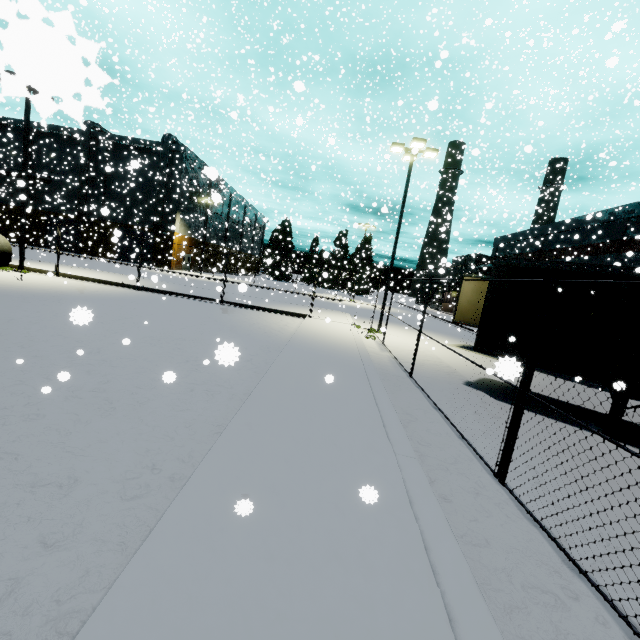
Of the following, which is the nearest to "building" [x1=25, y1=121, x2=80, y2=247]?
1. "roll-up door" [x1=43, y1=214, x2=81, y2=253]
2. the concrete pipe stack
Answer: "roll-up door" [x1=43, y1=214, x2=81, y2=253]

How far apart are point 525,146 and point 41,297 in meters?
15.9 m

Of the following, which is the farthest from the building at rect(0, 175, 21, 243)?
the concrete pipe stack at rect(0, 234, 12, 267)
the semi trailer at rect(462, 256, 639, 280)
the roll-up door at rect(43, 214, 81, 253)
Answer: the concrete pipe stack at rect(0, 234, 12, 267)

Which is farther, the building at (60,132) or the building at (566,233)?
the building at (60,132)

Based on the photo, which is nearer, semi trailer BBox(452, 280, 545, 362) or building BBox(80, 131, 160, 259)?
semi trailer BBox(452, 280, 545, 362)

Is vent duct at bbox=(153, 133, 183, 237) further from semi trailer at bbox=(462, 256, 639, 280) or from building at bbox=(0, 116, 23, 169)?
semi trailer at bbox=(462, 256, 639, 280)

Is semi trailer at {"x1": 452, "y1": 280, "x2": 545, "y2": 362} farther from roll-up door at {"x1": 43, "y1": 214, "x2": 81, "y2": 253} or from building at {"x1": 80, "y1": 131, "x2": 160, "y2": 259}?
roll-up door at {"x1": 43, "y1": 214, "x2": 81, "y2": 253}

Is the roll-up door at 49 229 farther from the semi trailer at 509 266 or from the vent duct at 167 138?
the semi trailer at 509 266
